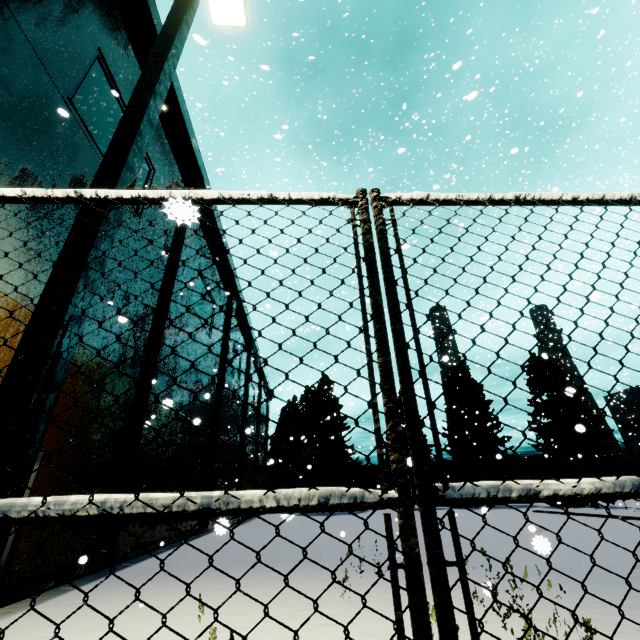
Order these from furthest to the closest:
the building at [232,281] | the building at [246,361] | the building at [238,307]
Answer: the building at [246,361], the building at [238,307], the building at [232,281]

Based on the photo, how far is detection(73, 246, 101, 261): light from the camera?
1.95m

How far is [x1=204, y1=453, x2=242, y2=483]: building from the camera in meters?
18.9 m

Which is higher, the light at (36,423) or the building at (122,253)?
the building at (122,253)

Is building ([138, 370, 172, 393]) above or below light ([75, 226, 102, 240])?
above

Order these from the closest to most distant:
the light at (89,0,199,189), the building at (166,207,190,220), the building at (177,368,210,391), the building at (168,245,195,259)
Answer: the building at (166,207,190,220)
the light at (89,0,199,189)
the building at (168,245,195,259)
the building at (177,368,210,391)

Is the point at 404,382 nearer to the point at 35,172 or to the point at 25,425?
the point at 25,425
